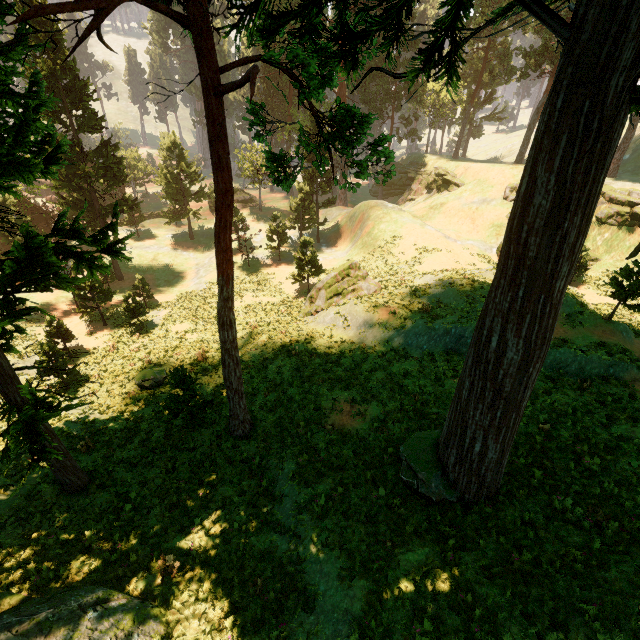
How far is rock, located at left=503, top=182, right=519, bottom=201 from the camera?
37.78m

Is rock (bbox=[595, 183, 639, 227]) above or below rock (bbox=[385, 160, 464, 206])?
above

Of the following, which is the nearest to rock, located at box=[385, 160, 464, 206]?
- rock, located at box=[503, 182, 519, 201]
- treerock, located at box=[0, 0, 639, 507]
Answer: treerock, located at box=[0, 0, 639, 507]

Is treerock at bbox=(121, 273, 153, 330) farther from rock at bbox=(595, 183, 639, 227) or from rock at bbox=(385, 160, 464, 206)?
rock at bbox=(595, 183, 639, 227)

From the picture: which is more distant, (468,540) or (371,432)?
(371,432)

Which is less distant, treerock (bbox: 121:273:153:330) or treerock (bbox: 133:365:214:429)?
treerock (bbox: 133:365:214:429)

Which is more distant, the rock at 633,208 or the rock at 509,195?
the rock at 509,195

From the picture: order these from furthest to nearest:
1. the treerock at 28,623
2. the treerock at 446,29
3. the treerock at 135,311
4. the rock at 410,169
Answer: the rock at 410,169, the treerock at 135,311, the treerock at 28,623, the treerock at 446,29
